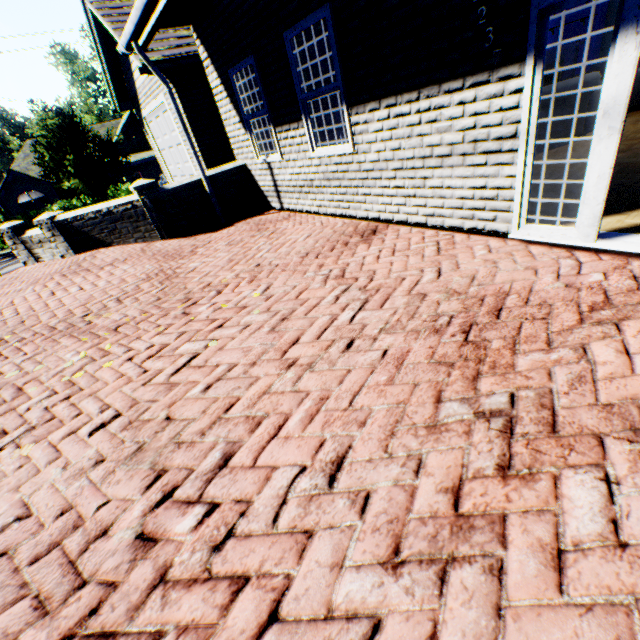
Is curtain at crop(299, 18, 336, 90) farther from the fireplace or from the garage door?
the fireplace

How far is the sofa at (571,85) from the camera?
5.24m

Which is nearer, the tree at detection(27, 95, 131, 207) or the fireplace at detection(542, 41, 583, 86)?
the fireplace at detection(542, 41, 583, 86)

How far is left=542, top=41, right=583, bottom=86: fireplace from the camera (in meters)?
8.84

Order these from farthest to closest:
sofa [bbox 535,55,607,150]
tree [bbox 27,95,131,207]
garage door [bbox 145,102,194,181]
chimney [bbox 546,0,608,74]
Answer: tree [bbox 27,95,131,207] < garage door [bbox 145,102,194,181] < chimney [bbox 546,0,608,74] < sofa [bbox 535,55,607,150]

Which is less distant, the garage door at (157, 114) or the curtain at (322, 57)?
the curtain at (322, 57)

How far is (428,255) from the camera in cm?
367

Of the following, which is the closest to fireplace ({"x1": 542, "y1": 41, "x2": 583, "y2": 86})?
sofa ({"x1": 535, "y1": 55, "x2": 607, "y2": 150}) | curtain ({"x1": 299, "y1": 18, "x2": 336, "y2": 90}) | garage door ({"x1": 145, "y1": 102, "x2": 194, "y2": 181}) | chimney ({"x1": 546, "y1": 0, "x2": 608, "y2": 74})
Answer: chimney ({"x1": 546, "y1": 0, "x2": 608, "y2": 74})
